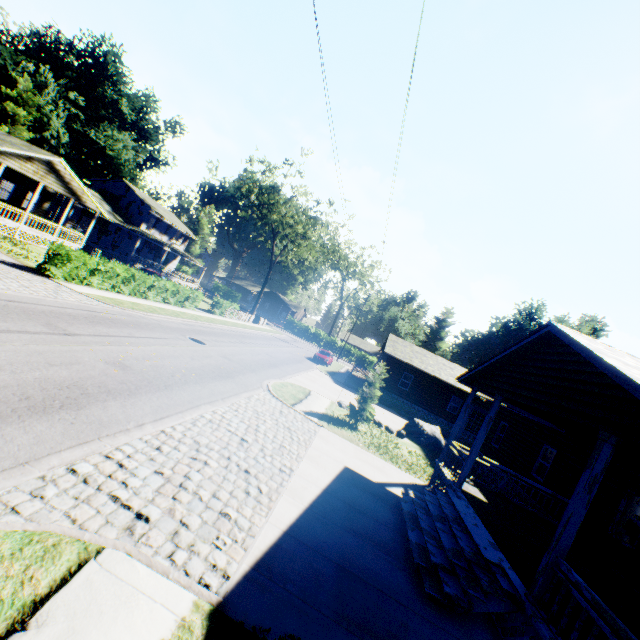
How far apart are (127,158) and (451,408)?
60.6 meters

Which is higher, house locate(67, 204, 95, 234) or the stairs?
house locate(67, 204, 95, 234)

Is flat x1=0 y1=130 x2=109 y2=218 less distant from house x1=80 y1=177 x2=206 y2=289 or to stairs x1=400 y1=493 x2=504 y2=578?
house x1=80 y1=177 x2=206 y2=289

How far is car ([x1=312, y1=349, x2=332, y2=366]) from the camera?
35.9 meters

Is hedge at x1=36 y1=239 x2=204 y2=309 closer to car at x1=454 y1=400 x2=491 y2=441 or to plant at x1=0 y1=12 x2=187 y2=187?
car at x1=454 y1=400 x2=491 y2=441

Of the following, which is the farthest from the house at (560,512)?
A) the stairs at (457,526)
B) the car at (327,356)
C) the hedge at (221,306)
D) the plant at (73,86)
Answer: the plant at (73,86)

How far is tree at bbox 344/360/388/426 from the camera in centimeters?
1652cm

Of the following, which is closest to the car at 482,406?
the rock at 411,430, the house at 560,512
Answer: the house at 560,512
